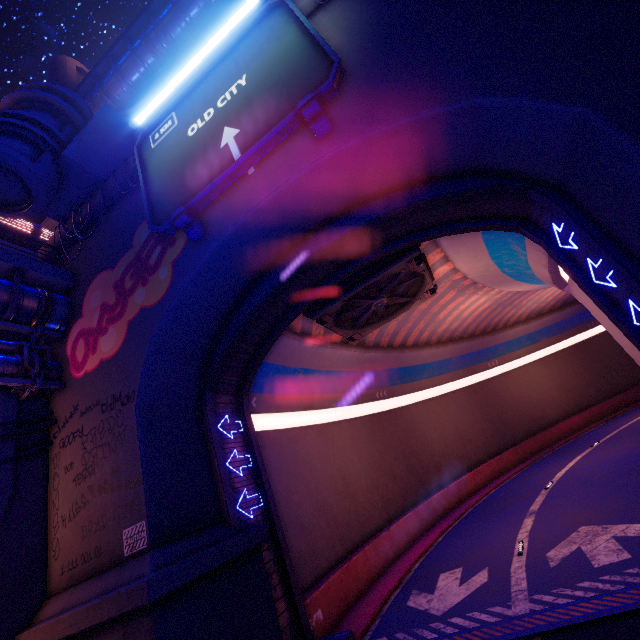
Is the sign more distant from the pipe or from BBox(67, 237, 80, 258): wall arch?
the pipe

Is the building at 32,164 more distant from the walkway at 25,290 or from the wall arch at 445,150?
the walkway at 25,290

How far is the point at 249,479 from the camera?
12.1m

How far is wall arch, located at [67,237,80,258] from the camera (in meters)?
14.38

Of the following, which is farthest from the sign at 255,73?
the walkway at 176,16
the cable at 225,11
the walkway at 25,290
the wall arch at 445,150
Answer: the walkway at 176,16

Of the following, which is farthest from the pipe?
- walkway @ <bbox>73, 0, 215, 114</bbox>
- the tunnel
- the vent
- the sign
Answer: walkway @ <bbox>73, 0, 215, 114</bbox>

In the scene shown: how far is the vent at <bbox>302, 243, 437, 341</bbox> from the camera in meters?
13.5

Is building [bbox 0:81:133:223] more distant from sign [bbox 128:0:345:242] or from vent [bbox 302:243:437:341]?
vent [bbox 302:243:437:341]
